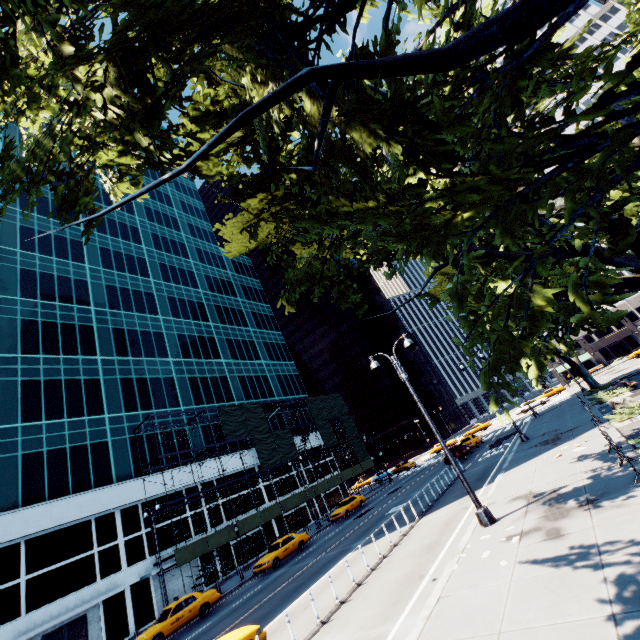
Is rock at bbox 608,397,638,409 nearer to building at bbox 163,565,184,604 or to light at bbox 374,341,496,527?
light at bbox 374,341,496,527

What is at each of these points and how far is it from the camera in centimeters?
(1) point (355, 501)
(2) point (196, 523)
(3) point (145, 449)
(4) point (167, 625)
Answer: (1) vehicle, 3438cm
(2) building, 3173cm
(3) building, 3231cm
(4) vehicle, 1812cm

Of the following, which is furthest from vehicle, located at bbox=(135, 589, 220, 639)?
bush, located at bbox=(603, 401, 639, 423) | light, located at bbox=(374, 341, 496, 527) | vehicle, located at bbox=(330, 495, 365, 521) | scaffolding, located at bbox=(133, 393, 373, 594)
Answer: bush, located at bbox=(603, 401, 639, 423)

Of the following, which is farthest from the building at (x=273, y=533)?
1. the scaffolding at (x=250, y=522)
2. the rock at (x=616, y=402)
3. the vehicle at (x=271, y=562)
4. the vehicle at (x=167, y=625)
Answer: the rock at (x=616, y=402)

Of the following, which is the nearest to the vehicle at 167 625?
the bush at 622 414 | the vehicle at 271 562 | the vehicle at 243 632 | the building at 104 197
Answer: the vehicle at 271 562

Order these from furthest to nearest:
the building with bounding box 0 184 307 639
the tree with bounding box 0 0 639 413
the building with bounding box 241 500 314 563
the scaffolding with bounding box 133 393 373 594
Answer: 1. the building with bounding box 241 500 314 563
2. the scaffolding with bounding box 133 393 373 594
3. the building with bounding box 0 184 307 639
4. the tree with bounding box 0 0 639 413

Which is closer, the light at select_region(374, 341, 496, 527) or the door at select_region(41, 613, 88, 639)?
the light at select_region(374, 341, 496, 527)

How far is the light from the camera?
11.24m
